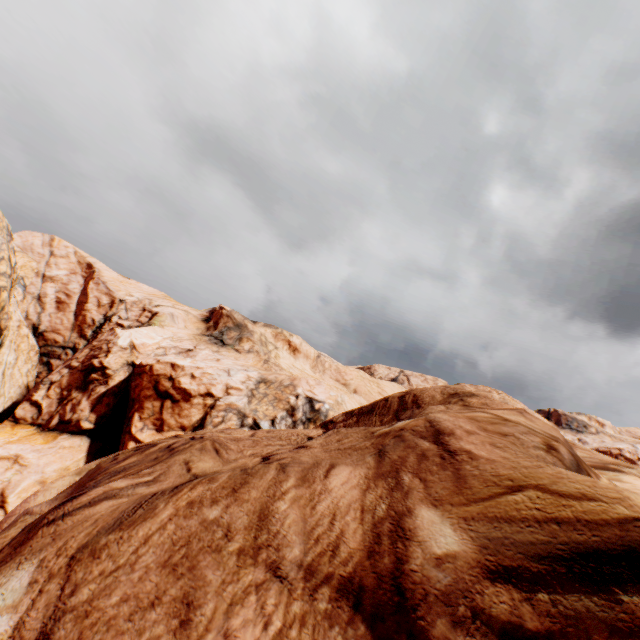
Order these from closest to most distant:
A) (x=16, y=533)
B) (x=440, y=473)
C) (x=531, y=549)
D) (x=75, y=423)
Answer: (x=531, y=549)
(x=440, y=473)
(x=16, y=533)
(x=75, y=423)
